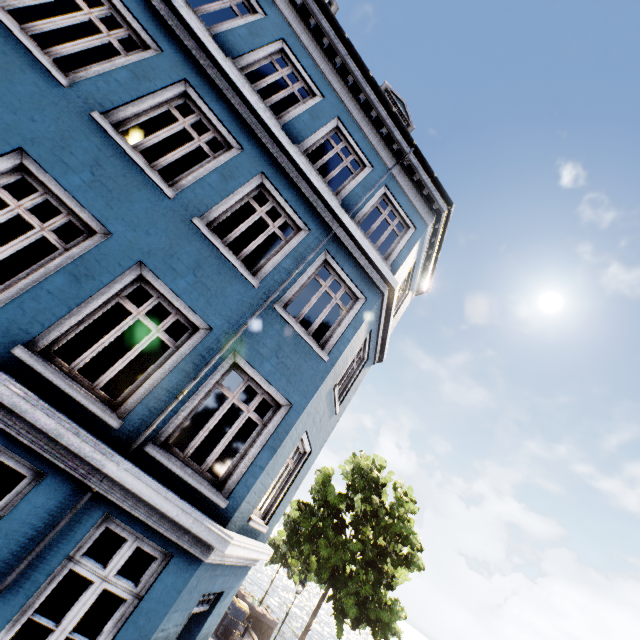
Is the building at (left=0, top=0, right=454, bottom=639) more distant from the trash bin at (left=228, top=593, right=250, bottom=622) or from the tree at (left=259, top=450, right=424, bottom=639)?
the trash bin at (left=228, top=593, right=250, bottom=622)

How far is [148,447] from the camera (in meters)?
4.50

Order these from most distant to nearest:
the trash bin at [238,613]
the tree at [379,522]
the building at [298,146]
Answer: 1. the trash bin at [238,613]
2. the tree at [379,522]
3. the building at [298,146]

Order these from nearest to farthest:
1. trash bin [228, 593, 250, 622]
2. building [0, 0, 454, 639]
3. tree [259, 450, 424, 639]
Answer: building [0, 0, 454, 639]
tree [259, 450, 424, 639]
trash bin [228, 593, 250, 622]

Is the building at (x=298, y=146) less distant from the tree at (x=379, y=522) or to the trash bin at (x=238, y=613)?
the tree at (x=379, y=522)

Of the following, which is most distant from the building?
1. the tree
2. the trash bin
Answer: the trash bin

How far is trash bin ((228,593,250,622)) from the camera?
15.28m
